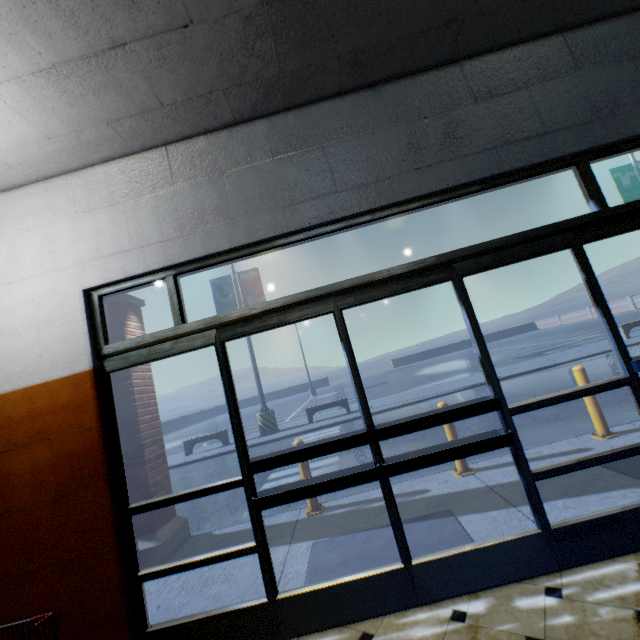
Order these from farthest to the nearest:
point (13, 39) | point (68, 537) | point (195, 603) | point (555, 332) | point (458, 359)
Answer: point (555, 332)
point (458, 359)
point (195, 603)
point (68, 537)
point (13, 39)

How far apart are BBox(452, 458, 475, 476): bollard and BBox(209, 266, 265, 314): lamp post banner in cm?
1053

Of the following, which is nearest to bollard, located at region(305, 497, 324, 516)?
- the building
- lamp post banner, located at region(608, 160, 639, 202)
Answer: the building

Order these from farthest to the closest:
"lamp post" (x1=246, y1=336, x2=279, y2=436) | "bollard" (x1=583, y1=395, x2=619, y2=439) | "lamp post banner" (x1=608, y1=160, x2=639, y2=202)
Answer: "lamp post banner" (x1=608, y1=160, x2=639, y2=202) → "lamp post" (x1=246, y1=336, x2=279, y2=436) → "bollard" (x1=583, y1=395, x2=619, y2=439)

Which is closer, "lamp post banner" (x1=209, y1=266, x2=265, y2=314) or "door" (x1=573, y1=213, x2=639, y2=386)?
"door" (x1=573, y1=213, x2=639, y2=386)

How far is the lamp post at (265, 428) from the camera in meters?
12.9

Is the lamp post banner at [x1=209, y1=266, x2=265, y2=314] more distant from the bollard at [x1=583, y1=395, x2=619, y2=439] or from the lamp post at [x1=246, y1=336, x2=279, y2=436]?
the bollard at [x1=583, y1=395, x2=619, y2=439]

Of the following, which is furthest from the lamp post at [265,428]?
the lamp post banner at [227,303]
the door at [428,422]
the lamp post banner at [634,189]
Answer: the lamp post banner at [634,189]
